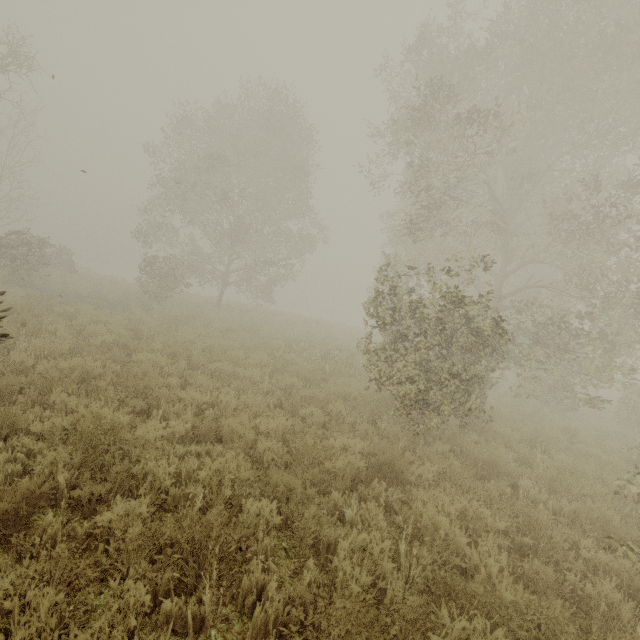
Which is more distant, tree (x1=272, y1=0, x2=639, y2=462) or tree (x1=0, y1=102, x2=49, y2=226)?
tree (x1=0, y1=102, x2=49, y2=226)

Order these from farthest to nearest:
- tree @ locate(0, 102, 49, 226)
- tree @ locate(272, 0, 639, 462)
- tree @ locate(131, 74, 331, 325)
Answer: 1. tree @ locate(0, 102, 49, 226)
2. tree @ locate(131, 74, 331, 325)
3. tree @ locate(272, 0, 639, 462)

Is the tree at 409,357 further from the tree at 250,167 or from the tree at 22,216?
the tree at 22,216

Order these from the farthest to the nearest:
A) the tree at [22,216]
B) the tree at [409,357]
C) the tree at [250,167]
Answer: the tree at [22,216], the tree at [250,167], the tree at [409,357]

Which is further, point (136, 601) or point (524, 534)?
point (524, 534)

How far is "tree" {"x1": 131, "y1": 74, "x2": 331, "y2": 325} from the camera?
18.95m

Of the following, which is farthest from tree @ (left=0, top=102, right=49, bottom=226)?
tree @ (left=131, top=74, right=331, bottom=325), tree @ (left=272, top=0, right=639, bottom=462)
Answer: tree @ (left=272, top=0, right=639, bottom=462)

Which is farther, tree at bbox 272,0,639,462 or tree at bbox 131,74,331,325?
tree at bbox 131,74,331,325
